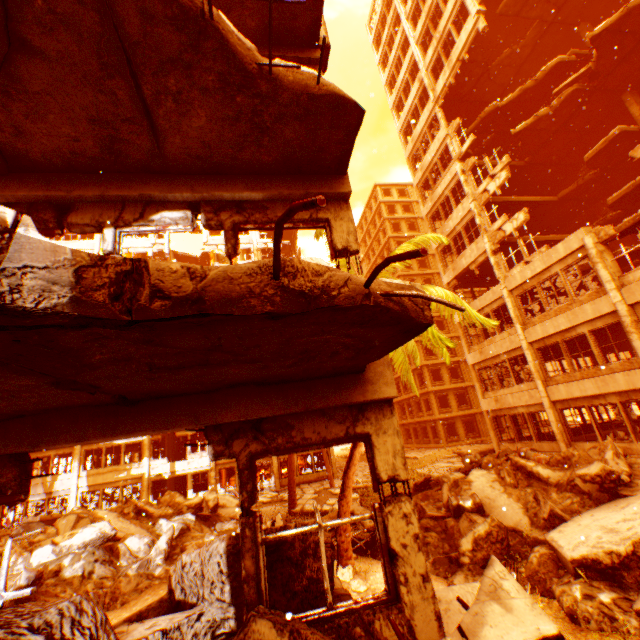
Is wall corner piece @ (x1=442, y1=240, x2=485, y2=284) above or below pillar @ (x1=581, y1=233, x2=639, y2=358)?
above

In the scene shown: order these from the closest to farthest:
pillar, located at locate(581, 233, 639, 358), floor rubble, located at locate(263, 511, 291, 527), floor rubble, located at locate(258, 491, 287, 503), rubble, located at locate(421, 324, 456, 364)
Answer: rubble, located at locate(421, 324, 456, 364) → floor rubble, located at locate(263, 511, 291, 527) → pillar, located at locate(581, 233, 639, 358) → floor rubble, located at locate(258, 491, 287, 503)

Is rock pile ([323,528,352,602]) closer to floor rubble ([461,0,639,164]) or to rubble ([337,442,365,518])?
rubble ([337,442,365,518])

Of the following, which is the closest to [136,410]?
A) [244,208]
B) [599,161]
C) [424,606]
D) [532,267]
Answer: [244,208]

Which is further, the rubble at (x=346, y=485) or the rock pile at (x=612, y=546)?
the rubble at (x=346, y=485)

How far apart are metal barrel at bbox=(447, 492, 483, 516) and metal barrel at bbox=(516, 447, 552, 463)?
6.6 meters

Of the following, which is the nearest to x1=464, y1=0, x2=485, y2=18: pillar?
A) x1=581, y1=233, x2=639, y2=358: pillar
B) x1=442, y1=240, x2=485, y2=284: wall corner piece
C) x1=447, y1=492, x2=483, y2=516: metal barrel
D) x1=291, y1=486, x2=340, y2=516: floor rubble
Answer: x1=442, y1=240, x2=485, y2=284: wall corner piece

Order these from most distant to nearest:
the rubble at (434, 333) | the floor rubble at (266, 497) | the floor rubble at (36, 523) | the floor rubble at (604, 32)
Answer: the floor rubble at (266, 497)
the floor rubble at (36, 523)
the floor rubble at (604, 32)
the rubble at (434, 333)
